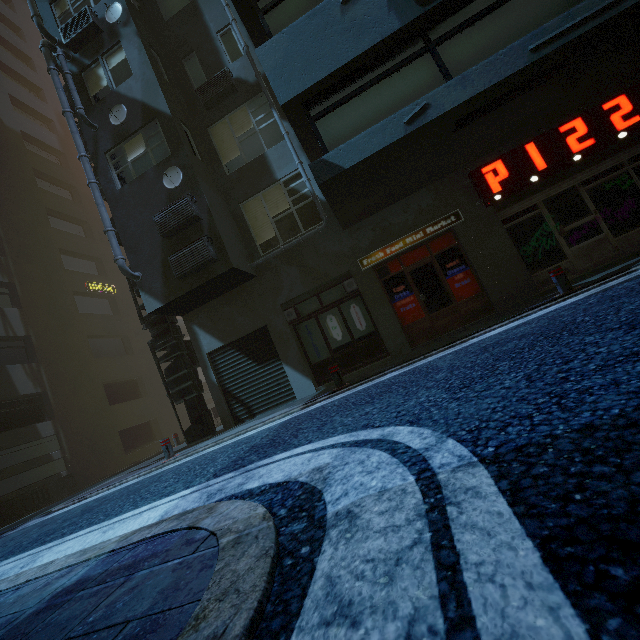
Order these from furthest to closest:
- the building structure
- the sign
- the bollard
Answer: the building structure
the sign
the bollard

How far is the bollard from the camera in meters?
6.3

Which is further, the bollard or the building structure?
the building structure

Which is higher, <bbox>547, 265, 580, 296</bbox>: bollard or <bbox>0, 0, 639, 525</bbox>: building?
<bbox>0, 0, 639, 525</bbox>: building

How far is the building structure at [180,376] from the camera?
10.4m

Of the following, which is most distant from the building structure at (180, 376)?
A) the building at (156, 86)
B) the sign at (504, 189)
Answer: the sign at (504, 189)

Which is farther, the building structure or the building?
the building structure

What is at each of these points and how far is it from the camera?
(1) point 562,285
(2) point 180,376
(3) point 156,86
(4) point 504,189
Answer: (1) bollard, 6.3 meters
(2) building structure, 10.6 meters
(3) building, 9.5 meters
(4) sign, 7.9 meters
